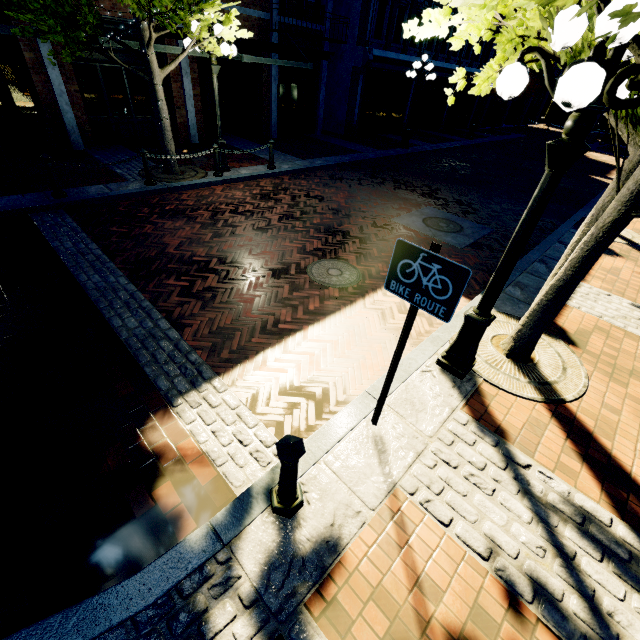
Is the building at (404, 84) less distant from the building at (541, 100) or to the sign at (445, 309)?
the building at (541, 100)

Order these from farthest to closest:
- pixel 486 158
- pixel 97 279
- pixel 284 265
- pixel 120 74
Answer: pixel 486 158, pixel 120 74, pixel 284 265, pixel 97 279

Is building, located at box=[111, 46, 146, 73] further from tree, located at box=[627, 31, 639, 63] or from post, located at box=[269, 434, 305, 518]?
post, located at box=[269, 434, 305, 518]

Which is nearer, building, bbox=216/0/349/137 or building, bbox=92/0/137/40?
building, bbox=92/0/137/40

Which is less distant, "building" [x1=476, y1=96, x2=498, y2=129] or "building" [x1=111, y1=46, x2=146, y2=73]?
"building" [x1=111, y1=46, x2=146, y2=73]

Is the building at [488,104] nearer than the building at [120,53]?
No

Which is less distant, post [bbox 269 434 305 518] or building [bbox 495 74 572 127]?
post [bbox 269 434 305 518]

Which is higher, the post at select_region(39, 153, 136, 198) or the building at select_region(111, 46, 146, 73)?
the building at select_region(111, 46, 146, 73)
